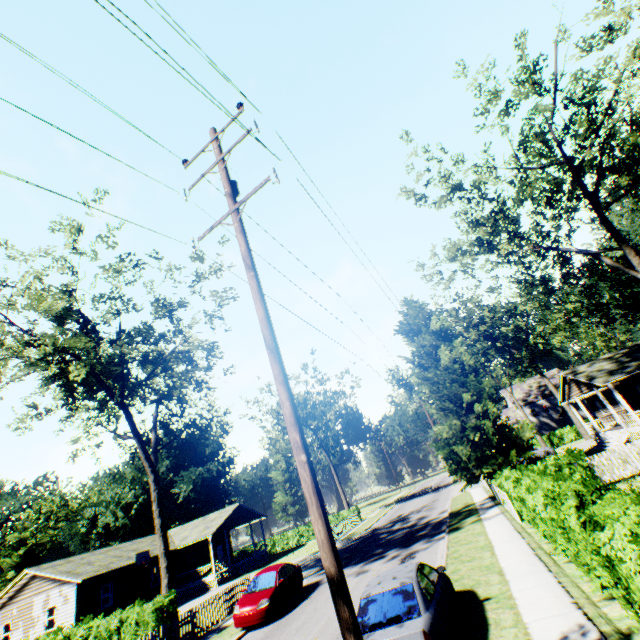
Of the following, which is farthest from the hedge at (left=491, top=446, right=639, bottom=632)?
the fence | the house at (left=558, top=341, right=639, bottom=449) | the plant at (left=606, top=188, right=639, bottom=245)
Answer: the fence

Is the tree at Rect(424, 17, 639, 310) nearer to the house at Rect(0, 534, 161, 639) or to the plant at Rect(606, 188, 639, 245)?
the plant at Rect(606, 188, 639, 245)

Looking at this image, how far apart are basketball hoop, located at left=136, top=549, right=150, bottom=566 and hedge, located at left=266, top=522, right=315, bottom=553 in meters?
19.0

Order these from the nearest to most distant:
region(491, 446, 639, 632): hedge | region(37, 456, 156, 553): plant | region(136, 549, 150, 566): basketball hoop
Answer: region(491, 446, 639, 632): hedge, region(136, 549, 150, 566): basketball hoop, region(37, 456, 156, 553): plant

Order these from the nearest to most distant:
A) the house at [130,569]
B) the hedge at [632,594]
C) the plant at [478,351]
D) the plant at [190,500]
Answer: the hedge at [632,594], the plant at [478,351], the house at [130,569], the plant at [190,500]

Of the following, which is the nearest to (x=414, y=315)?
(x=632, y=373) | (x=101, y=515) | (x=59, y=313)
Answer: (x=632, y=373)

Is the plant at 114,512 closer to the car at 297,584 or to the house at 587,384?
the house at 587,384

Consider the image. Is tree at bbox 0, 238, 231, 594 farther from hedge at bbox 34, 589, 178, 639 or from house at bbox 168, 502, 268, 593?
house at bbox 168, 502, 268, 593
